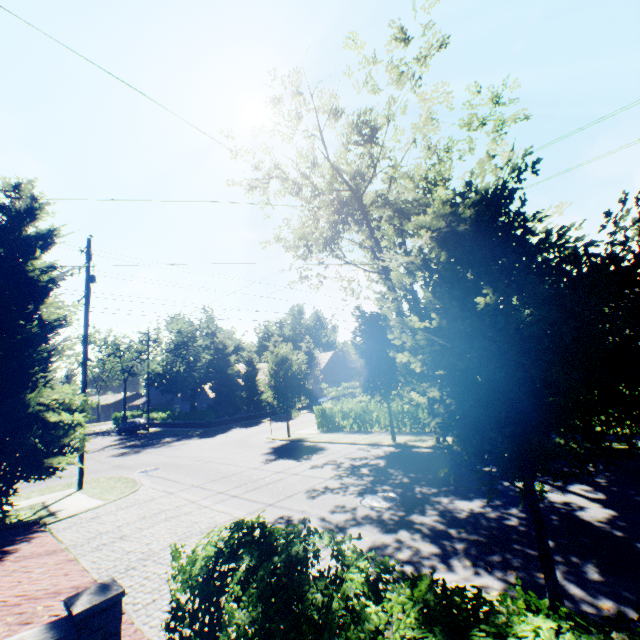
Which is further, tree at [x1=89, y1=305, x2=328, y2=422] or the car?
the car

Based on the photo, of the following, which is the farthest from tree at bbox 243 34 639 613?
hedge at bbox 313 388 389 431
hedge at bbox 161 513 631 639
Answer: hedge at bbox 161 513 631 639

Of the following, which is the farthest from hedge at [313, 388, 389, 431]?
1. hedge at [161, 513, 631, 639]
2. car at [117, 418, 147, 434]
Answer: hedge at [161, 513, 631, 639]

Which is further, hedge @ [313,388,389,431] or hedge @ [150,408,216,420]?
hedge @ [150,408,216,420]

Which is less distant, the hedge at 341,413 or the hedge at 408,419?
the hedge at 408,419

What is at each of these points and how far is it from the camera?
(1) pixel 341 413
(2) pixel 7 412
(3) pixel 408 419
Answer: (1) hedge, 23.1m
(2) tree, 10.1m
(3) hedge, 18.6m

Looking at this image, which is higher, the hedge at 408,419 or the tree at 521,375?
the tree at 521,375

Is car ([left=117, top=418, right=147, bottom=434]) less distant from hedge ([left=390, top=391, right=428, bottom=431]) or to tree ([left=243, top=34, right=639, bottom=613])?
tree ([left=243, top=34, right=639, bottom=613])
